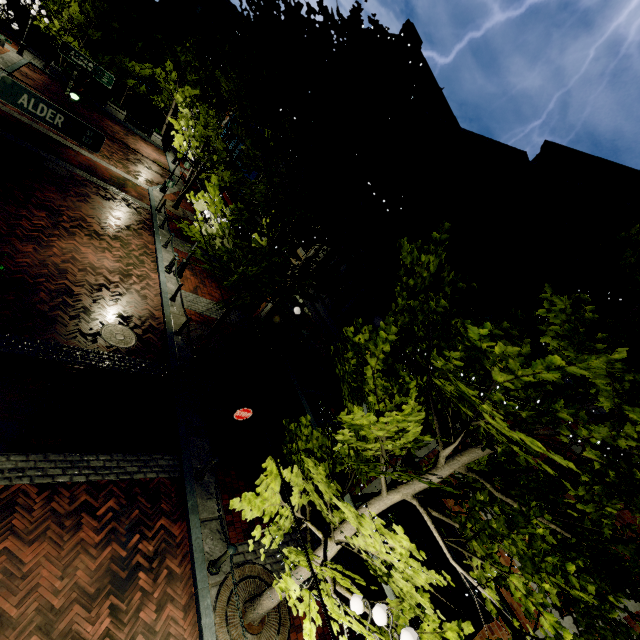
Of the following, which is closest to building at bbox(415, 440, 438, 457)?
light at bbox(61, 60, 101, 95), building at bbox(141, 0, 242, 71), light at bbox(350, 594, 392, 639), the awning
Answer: the awning

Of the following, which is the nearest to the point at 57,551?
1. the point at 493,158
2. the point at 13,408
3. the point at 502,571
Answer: the point at 13,408

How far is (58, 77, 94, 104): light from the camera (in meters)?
9.59

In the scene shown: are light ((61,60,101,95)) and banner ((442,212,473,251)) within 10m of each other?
no

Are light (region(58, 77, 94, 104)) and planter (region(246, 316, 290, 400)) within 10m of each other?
yes

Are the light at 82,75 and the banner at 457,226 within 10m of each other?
no

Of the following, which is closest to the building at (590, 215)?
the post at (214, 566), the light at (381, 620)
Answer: the light at (381, 620)
